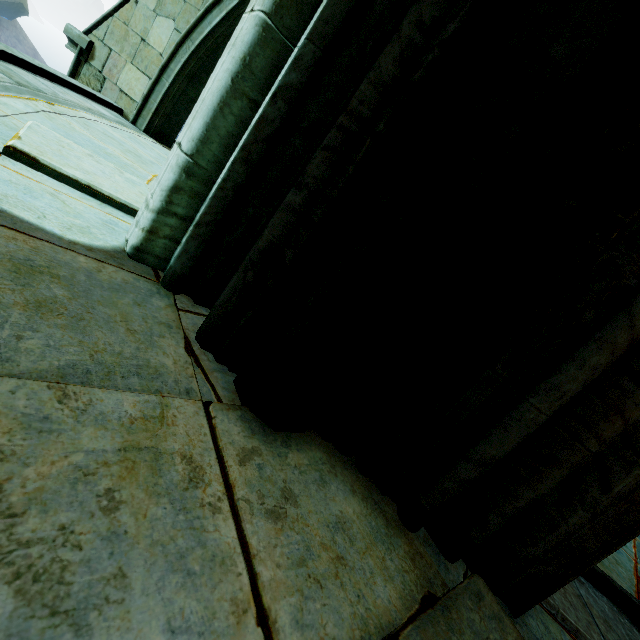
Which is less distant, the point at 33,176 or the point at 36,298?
the point at 36,298

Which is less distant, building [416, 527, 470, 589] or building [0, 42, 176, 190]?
building [416, 527, 470, 589]

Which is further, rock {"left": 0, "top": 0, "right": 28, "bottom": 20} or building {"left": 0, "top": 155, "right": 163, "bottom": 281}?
rock {"left": 0, "top": 0, "right": 28, "bottom": 20}

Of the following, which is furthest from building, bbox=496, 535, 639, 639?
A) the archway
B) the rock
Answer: the rock

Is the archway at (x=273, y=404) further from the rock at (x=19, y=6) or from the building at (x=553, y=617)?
the rock at (x=19, y=6)

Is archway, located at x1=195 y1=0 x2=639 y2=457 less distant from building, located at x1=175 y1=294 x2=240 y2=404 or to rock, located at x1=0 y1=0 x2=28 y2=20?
building, located at x1=175 y1=294 x2=240 y2=404

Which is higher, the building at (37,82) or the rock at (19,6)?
the building at (37,82)
